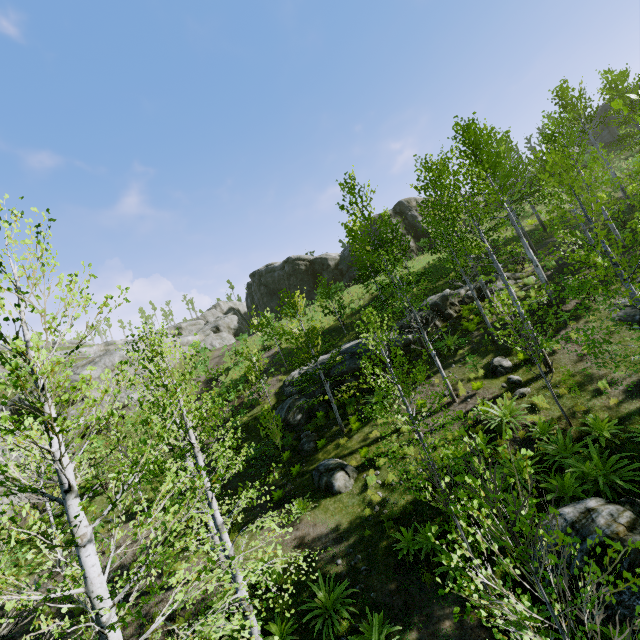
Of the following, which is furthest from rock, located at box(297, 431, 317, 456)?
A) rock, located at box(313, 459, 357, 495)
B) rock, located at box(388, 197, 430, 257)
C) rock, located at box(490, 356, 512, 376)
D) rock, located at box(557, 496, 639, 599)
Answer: rock, located at box(388, 197, 430, 257)

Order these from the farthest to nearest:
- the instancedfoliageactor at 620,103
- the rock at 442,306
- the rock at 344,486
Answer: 1. the rock at 442,306
2. the rock at 344,486
3. the instancedfoliageactor at 620,103

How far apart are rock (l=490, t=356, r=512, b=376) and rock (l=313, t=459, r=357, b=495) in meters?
6.9

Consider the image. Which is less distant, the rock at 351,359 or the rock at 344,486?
the rock at 344,486

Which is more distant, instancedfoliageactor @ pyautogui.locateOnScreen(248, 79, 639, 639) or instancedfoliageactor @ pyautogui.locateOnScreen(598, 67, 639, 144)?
instancedfoliageactor @ pyautogui.locateOnScreen(248, 79, 639, 639)

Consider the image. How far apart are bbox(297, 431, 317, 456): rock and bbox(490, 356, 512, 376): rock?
8.3m

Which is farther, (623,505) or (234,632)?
(234,632)

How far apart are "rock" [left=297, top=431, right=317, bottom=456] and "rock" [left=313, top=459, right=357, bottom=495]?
1.1 meters
